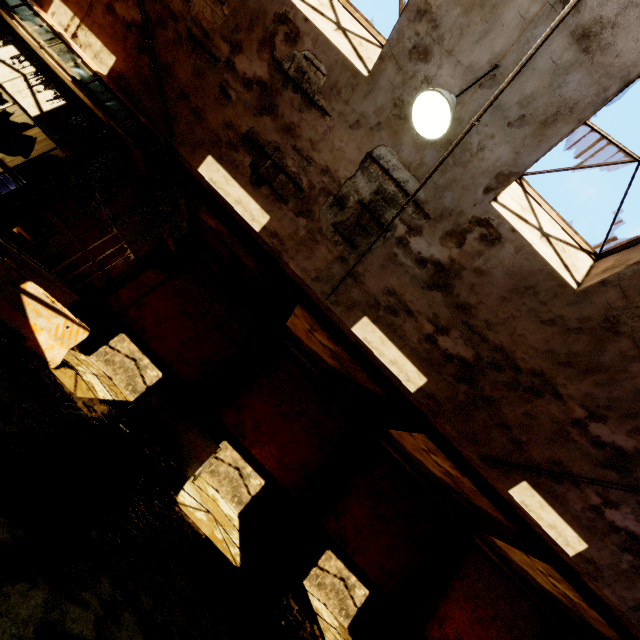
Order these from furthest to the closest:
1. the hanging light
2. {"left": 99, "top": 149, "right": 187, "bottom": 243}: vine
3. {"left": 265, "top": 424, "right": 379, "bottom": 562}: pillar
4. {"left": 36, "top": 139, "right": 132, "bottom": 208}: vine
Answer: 1. {"left": 265, "top": 424, "right": 379, "bottom": 562}: pillar
2. {"left": 99, "top": 149, "right": 187, "bottom": 243}: vine
3. {"left": 36, "top": 139, "right": 132, "bottom": 208}: vine
4. the hanging light

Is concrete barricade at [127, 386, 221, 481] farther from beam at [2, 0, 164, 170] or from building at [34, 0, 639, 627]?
building at [34, 0, 639, 627]

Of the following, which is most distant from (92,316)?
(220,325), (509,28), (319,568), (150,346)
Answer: (509,28)

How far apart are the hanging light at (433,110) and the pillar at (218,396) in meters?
8.8

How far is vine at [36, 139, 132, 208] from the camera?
6.5m

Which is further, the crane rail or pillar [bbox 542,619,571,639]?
pillar [bbox 542,619,571,639]

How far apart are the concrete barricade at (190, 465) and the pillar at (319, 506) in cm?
322

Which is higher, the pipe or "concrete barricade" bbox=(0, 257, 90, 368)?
the pipe
